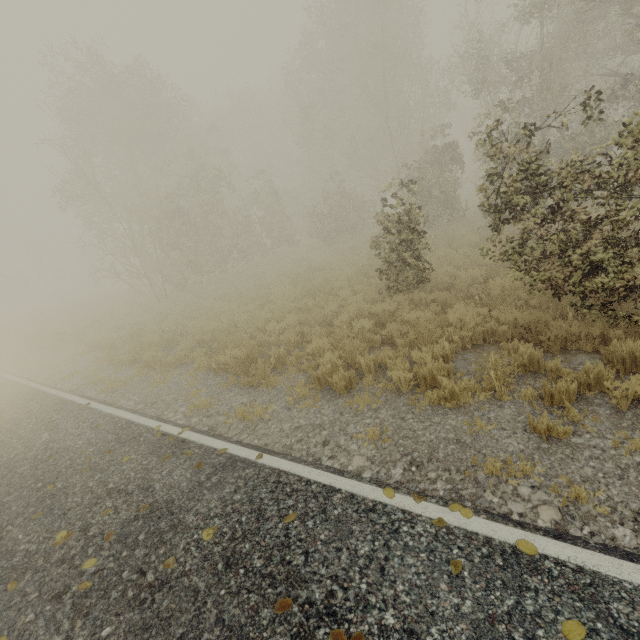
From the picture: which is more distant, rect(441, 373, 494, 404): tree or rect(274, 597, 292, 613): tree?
rect(441, 373, 494, 404): tree

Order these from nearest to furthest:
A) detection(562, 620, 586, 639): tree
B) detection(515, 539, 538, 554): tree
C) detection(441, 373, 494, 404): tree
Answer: detection(562, 620, 586, 639): tree < detection(515, 539, 538, 554): tree < detection(441, 373, 494, 404): tree

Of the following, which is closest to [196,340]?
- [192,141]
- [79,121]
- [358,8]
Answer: [79,121]

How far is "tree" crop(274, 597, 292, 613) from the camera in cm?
260

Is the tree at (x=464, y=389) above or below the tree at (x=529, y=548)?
below
